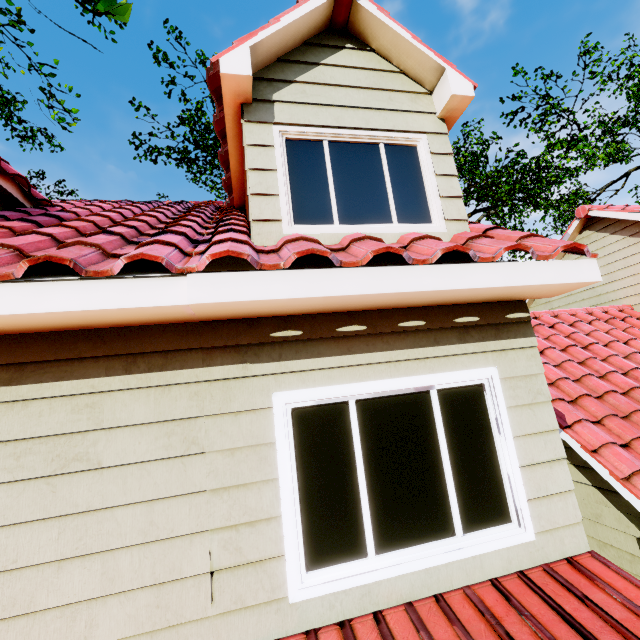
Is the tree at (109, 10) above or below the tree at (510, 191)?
below

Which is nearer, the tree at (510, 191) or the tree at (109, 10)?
the tree at (109, 10)

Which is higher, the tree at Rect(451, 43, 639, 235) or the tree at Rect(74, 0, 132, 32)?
the tree at Rect(451, 43, 639, 235)

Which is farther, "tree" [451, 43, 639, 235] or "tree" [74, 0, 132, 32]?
"tree" [451, 43, 639, 235]

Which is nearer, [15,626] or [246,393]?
[15,626]
